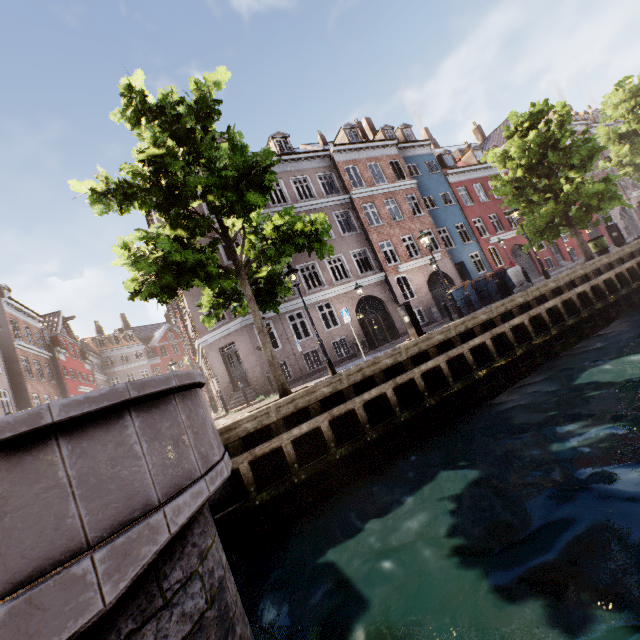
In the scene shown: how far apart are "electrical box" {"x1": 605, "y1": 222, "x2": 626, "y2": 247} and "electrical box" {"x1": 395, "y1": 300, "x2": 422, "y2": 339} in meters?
13.2 m

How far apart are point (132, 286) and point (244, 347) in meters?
11.2 m

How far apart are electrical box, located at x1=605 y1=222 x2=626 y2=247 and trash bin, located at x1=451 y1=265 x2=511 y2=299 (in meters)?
6.61

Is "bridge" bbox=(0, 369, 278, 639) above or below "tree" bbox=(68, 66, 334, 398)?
below

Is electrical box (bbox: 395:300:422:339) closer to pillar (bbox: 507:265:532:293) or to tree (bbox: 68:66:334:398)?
tree (bbox: 68:66:334:398)

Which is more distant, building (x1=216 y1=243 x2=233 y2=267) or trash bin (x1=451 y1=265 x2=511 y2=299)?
building (x1=216 y1=243 x2=233 y2=267)

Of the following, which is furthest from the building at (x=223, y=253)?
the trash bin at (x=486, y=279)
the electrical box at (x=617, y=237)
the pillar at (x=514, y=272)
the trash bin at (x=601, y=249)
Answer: the electrical box at (x=617, y=237)

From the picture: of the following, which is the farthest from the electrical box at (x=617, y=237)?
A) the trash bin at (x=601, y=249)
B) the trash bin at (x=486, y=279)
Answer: the trash bin at (x=486, y=279)
